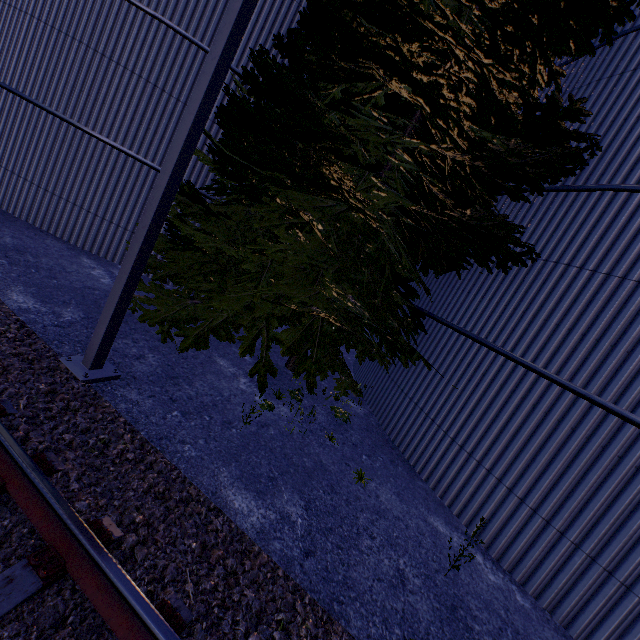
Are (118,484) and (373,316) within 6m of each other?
yes

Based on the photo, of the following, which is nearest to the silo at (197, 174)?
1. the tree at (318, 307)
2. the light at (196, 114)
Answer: the tree at (318, 307)

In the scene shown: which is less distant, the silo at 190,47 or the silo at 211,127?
the silo at 190,47

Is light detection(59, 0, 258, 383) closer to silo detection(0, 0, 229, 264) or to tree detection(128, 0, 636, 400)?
tree detection(128, 0, 636, 400)

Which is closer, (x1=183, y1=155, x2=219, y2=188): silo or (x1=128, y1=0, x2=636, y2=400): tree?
(x1=128, y1=0, x2=636, y2=400): tree

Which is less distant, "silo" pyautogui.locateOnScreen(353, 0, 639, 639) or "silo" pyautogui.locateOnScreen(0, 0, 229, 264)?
"silo" pyautogui.locateOnScreen(353, 0, 639, 639)
